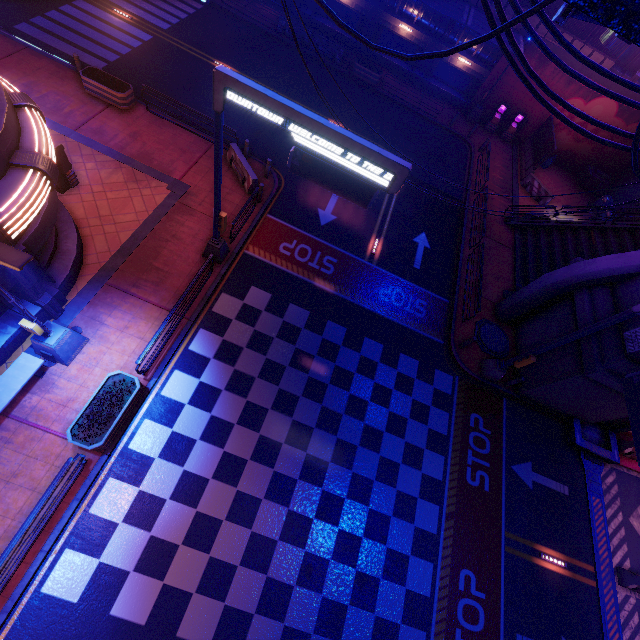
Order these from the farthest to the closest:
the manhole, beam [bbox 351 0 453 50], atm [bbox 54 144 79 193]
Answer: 1. beam [bbox 351 0 453 50]
2. the manhole
3. atm [bbox 54 144 79 193]

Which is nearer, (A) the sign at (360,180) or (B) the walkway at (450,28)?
(A) the sign at (360,180)

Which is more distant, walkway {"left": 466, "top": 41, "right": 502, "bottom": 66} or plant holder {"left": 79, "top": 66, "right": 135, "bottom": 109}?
walkway {"left": 466, "top": 41, "right": 502, "bottom": 66}

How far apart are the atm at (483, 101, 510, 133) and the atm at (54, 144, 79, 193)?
28.71m

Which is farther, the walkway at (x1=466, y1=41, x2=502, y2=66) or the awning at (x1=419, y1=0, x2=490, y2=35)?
the walkway at (x1=466, y1=41, x2=502, y2=66)

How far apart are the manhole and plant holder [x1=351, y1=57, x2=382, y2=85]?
19.6m

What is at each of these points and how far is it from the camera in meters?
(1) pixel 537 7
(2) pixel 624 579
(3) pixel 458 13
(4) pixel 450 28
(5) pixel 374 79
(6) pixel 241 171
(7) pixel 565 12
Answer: (1) cable, 6.1 m
(2) fence, 12.6 m
(3) awning, 19.9 m
(4) walkway, 23.2 m
(5) plant holder, 23.9 m
(6) fence, 15.8 m
(7) pipe, 5.9 m

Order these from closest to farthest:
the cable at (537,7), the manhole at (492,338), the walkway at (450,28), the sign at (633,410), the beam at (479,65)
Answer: the cable at (537,7)
the sign at (633,410)
the manhole at (492,338)
the walkway at (450,28)
the beam at (479,65)
